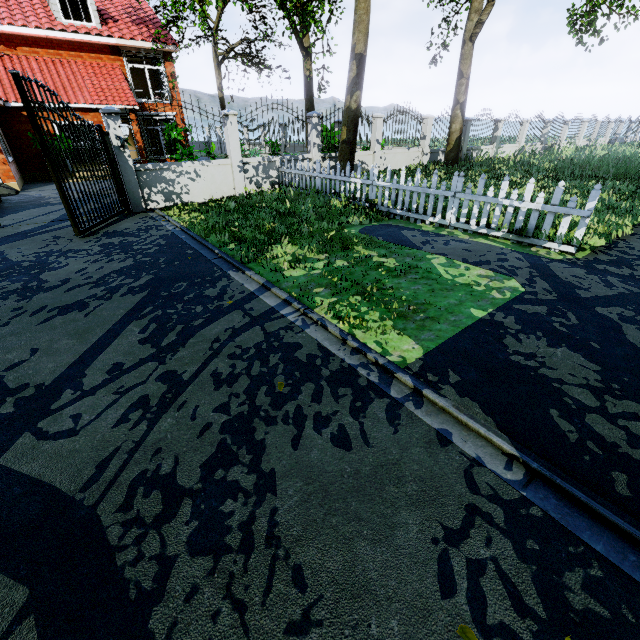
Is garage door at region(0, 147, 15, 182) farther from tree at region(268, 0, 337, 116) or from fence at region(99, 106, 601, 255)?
tree at region(268, 0, 337, 116)

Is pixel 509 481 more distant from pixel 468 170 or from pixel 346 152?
pixel 468 170

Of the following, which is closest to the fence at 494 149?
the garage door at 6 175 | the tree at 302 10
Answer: the tree at 302 10

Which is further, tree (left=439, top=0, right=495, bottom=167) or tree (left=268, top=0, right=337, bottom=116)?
tree (left=268, top=0, right=337, bottom=116)

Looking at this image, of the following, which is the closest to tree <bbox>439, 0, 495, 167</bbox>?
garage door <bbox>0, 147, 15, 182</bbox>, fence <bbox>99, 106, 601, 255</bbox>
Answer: fence <bbox>99, 106, 601, 255</bbox>

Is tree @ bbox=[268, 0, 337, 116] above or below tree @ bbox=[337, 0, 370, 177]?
above
